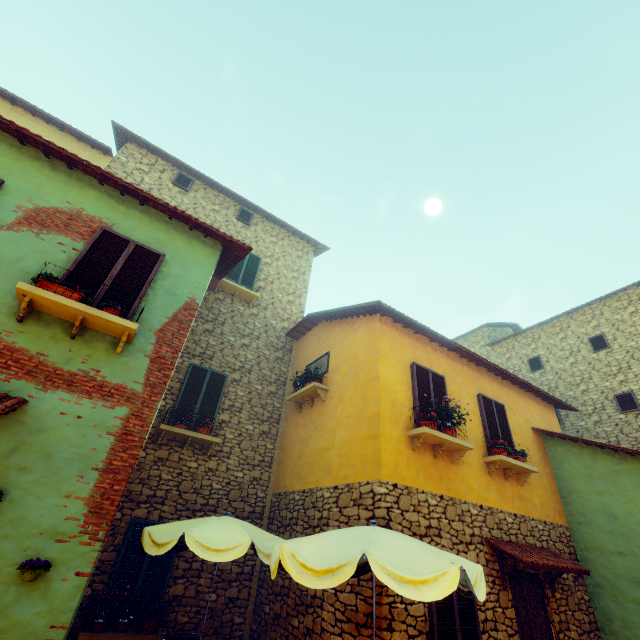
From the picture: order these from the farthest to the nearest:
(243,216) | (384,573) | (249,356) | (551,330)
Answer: (551,330) < (243,216) < (249,356) < (384,573)

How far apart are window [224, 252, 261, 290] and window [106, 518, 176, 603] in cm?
705

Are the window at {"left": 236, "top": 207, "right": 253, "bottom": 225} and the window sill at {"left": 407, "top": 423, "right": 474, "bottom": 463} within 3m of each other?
no

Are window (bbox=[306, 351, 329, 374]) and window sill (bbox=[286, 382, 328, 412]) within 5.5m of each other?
yes

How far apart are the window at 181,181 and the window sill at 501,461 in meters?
12.6 m

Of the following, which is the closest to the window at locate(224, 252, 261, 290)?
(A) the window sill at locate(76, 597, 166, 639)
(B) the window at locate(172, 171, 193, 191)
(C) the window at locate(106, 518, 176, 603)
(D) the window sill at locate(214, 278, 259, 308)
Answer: (D) the window sill at locate(214, 278, 259, 308)

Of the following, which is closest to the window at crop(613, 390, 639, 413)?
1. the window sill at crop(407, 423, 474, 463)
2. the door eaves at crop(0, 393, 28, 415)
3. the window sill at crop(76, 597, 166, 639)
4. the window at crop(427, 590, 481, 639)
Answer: the window sill at crop(407, 423, 474, 463)

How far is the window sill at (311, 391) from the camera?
8.35m
